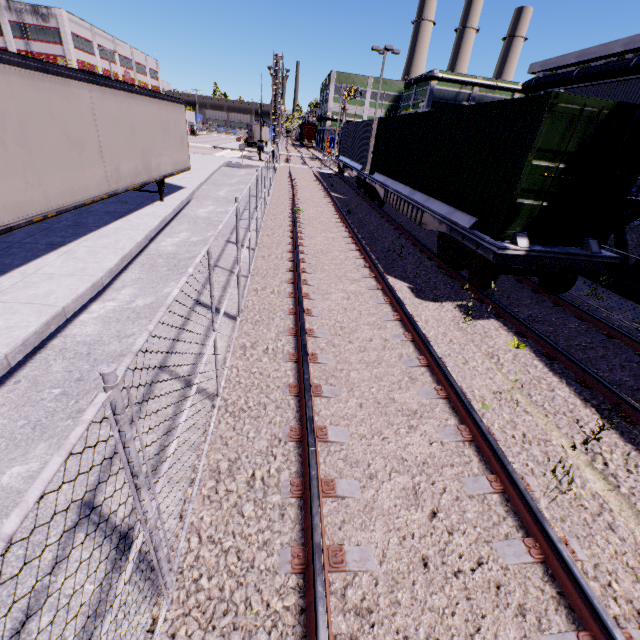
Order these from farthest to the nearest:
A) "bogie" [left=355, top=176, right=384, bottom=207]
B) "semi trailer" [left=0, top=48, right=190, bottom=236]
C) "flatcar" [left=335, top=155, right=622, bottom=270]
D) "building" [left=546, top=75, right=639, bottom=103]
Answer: "bogie" [left=355, top=176, right=384, bottom=207]
"building" [left=546, top=75, right=639, bottom=103]
"flatcar" [left=335, top=155, right=622, bottom=270]
"semi trailer" [left=0, top=48, right=190, bottom=236]

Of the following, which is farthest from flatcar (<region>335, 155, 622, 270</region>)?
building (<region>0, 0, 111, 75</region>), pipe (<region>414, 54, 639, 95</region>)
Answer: pipe (<region>414, 54, 639, 95</region>)

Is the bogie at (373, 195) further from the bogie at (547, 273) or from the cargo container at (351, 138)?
the bogie at (547, 273)

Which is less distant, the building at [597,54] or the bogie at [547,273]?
the bogie at [547,273]

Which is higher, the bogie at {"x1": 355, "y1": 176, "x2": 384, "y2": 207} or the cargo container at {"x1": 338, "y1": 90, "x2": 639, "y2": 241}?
the cargo container at {"x1": 338, "y1": 90, "x2": 639, "y2": 241}

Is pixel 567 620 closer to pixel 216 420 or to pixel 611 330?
pixel 216 420

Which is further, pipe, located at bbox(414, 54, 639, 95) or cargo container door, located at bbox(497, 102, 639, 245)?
pipe, located at bbox(414, 54, 639, 95)

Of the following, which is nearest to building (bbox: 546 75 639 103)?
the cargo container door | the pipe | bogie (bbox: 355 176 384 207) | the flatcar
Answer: the pipe
